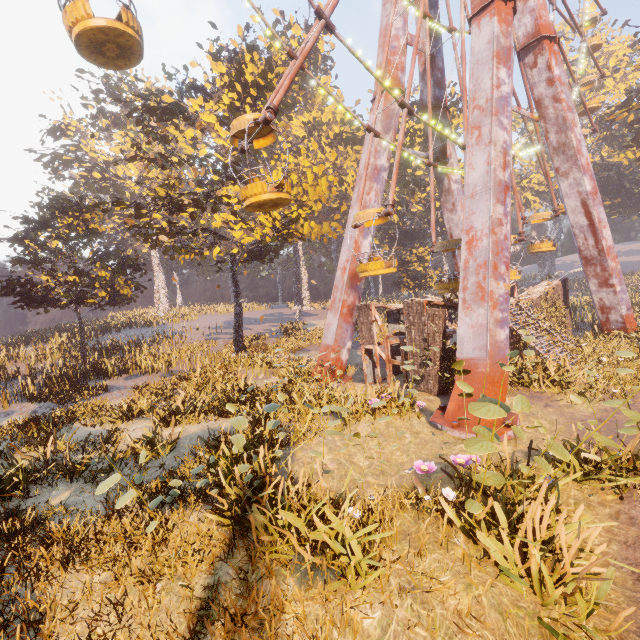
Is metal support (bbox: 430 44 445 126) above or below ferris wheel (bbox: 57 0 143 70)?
above

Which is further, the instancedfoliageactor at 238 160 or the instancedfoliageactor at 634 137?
the instancedfoliageactor at 634 137

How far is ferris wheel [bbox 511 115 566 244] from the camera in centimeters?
1839cm

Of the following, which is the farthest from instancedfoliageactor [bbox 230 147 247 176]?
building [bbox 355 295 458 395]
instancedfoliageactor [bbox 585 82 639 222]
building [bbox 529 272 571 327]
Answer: instancedfoliageactor [bbox 585 82 639 222]

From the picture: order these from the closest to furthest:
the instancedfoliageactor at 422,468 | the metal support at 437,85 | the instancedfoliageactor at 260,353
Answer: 1. the instancedfoliageactor at 260,353
2. the instancedfoliageactor at 422,468
3. the metal support at 437,85

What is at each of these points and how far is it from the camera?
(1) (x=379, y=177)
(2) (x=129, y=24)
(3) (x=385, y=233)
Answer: (1) metal support, 17.3 meters
(2) ferris wheel, 8.0 meters
(3) instancedfoliageactor, 46.2 meters

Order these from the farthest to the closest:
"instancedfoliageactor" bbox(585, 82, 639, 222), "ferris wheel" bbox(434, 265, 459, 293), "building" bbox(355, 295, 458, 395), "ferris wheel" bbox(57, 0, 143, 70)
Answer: "instancedfoliageactor" bbox(585, 82, 639, 222) < "ferris wheel" bbox(434, 265, 459, 293) < "building" bbox(355, 295, 458, 395) < "ferris wheel" bbox(57, 0, 143, 70)

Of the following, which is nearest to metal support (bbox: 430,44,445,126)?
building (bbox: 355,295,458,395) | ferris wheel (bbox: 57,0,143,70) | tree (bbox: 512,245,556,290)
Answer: ferris wheel (bbox: 57,0,143,70)
